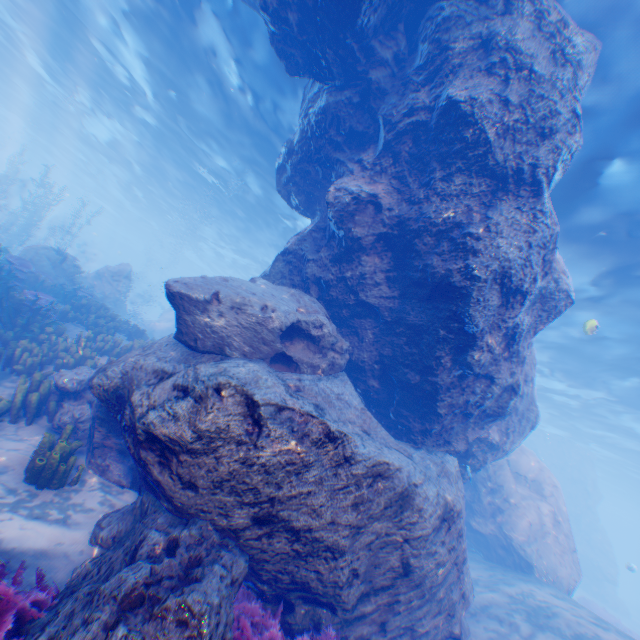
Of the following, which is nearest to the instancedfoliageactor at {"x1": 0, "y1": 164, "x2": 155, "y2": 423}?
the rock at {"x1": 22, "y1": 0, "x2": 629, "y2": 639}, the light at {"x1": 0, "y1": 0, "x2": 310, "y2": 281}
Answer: the rock at {"x1": 22, "y1": 0, "x2": 629, "y2": 639}

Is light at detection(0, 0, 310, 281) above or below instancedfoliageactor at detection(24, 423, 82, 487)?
above

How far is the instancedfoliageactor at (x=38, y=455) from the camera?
5.1 meters

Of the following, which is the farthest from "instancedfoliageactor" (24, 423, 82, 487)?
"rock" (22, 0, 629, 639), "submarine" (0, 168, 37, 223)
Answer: "submarine" (0, 168, 37, 223)

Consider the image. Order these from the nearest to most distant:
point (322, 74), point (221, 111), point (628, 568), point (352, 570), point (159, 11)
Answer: point (352, 570) → point (322, 74) → point (159, 11) → point (221, 111) → point (628, 568)

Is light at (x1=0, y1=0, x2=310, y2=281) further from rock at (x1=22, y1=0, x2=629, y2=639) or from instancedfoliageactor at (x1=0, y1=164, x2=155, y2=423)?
instancedfoliageactor at (x1=0, y1=164, x2=155, y2=423)

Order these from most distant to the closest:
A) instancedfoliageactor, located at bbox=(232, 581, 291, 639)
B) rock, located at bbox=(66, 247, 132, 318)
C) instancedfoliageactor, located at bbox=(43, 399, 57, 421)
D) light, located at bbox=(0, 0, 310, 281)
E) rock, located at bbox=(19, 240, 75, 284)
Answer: rock, located at bbox=(66, 247, 132, 318) < rock, located at bbox=(19, 240, 75, 284) < light, located at bbox=(0, 0, 310, 281) < instancedfoliageactor, located at bbox=(43, 399, 57, 421) < instancedfoliageactor, located at bbox=(232, 581, 291, 639)

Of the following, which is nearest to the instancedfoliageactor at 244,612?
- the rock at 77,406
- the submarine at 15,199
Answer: the rock at 77,406
